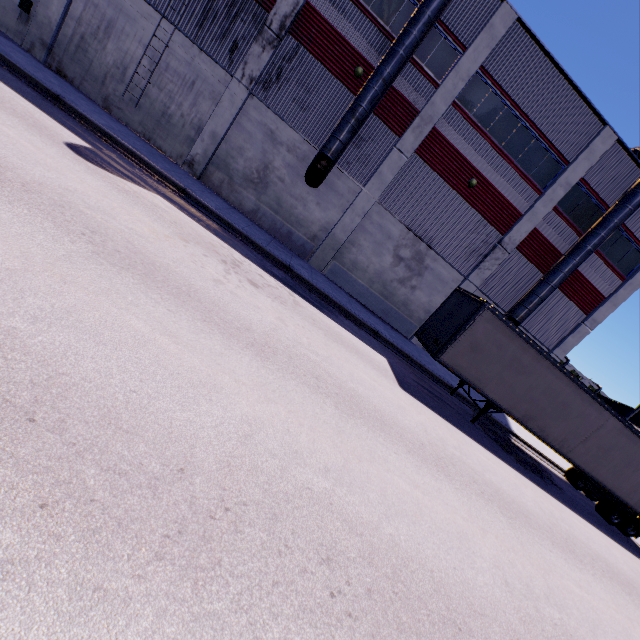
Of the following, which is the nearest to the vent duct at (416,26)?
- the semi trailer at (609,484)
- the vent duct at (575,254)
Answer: the semi trailer at (609,484)

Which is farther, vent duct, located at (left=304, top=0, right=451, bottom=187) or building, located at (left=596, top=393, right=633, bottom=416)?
building, located at (left=596, top=393, right=633, bottom=416)

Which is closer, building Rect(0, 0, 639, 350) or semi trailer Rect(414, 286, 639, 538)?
semi trailer Rect(414, 286, 639, 538)

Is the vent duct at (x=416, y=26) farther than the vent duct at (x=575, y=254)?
No

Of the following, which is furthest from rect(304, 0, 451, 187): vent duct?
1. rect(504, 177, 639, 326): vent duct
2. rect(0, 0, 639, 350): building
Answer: rect(504, 177, 639, 326): vent duct

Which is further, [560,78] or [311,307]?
[560,78]

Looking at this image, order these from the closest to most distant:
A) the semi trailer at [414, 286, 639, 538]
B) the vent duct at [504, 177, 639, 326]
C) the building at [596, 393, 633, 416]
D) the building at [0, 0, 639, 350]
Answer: the semi trailer at [414, 286, 639, 538] → the building at [0, 0, 639, 350] → the vent duct at [504, 177, 639, 326] → the building at [596, 393, 633, 416]

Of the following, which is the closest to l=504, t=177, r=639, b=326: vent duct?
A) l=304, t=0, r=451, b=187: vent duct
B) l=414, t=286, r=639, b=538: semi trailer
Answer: l=414, t=286, r=639, b=538: semi trailer
